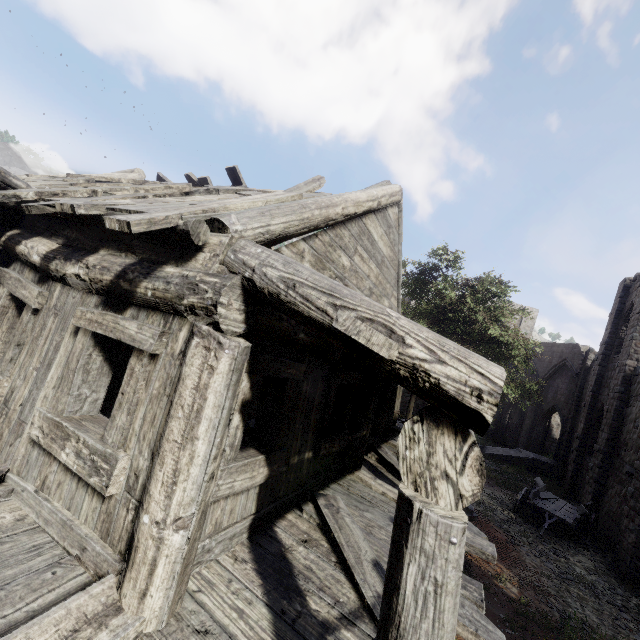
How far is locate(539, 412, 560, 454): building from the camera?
30.53m

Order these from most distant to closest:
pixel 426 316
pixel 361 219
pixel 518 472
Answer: pixel 518 472
pixel 426 316
pixel 361 219

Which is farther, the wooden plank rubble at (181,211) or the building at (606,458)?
the building at (606,458)

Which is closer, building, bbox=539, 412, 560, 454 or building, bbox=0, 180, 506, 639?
building, bbox=0, 180, 506, 639

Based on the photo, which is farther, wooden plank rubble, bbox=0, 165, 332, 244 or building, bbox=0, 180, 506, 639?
wooden plank rubble, bbox=0, 165, 332, 244
